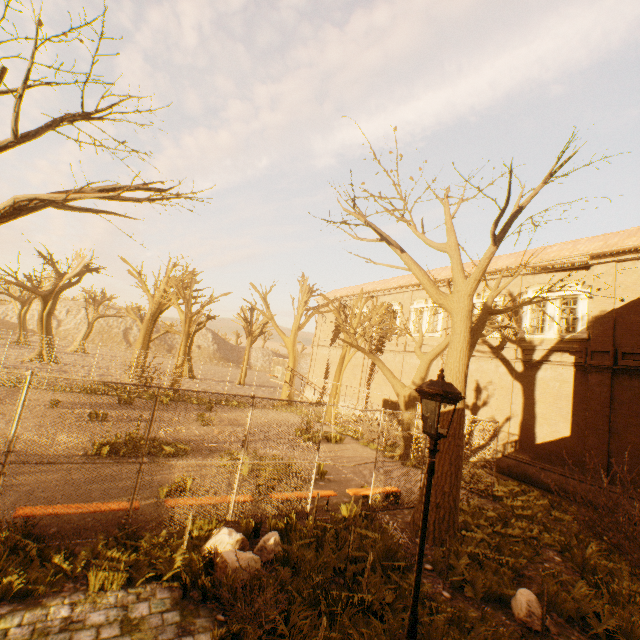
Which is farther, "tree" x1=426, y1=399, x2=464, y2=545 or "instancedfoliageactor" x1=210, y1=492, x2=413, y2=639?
"tree" x1=426, y1=399, x2=464, y2=545

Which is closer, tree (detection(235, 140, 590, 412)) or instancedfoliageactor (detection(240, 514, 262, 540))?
instancedfoliageactor (detection(240, 514, 262, 540))

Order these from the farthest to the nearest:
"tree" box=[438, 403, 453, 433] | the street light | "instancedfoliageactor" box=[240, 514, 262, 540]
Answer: "tree" box=[438, 403, 453, 433] < "instancedfoliageactor" box=[240, 514, 262, 540] < the street light

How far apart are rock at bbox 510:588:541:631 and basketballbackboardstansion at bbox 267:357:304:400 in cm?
1100

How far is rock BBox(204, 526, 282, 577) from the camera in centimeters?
543cm

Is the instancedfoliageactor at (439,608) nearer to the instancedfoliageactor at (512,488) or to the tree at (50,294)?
the tree at (50,294)

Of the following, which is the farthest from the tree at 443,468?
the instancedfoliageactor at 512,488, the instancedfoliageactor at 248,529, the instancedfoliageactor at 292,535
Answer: the instancedfoliageactor at 248,529

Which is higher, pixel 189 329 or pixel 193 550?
pixel 189 329
